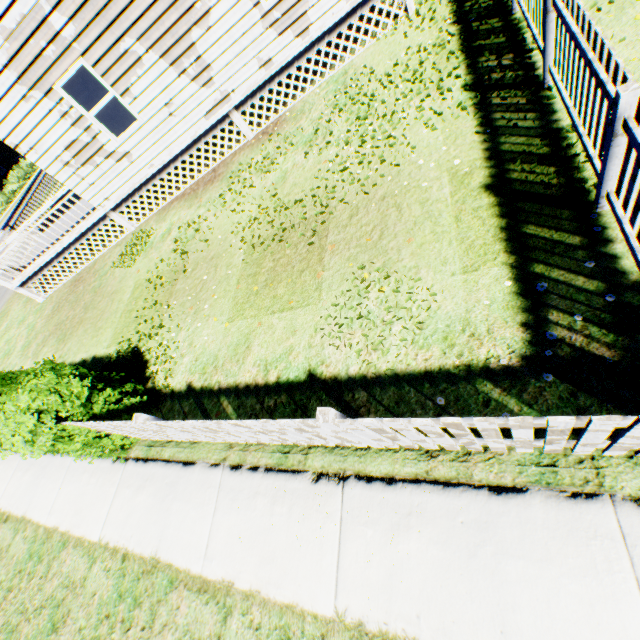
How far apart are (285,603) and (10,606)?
5.3 meters

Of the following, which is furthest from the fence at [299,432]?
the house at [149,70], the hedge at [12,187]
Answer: the hedge at [12,187]

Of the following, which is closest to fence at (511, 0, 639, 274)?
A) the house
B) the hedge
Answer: the house

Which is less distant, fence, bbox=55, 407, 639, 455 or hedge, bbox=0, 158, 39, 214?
fence, bbox=55, 407, 639, 455

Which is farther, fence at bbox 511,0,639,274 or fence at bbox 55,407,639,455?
fence at bbox 511,0,639,274

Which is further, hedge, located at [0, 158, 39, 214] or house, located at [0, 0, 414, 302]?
hedge, located at [0, 158, 39, 214]

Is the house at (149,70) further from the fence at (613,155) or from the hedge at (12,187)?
the hedge at (12,187)
